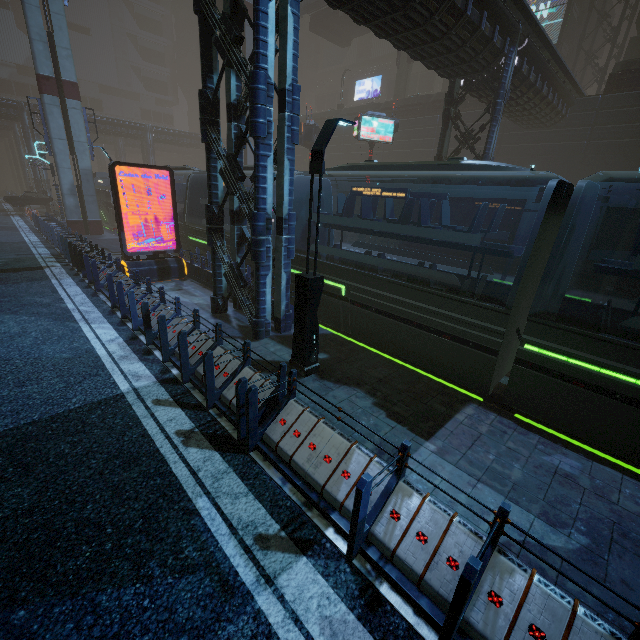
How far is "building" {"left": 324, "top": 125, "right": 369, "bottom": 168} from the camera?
36.75m

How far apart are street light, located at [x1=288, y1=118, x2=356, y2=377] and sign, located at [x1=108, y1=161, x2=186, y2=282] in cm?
956

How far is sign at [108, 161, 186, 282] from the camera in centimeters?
1280cm

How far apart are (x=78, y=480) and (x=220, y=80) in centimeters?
947cm

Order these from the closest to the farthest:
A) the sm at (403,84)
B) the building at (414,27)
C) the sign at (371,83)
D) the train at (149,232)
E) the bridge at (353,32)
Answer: the building at (414,27) → the train at (149,232) → the sm at (403,84) → the bridge at (353,32) → the sign at (371,83)

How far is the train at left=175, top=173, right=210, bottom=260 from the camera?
16.5m

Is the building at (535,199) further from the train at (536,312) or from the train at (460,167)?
the train at (460,167)

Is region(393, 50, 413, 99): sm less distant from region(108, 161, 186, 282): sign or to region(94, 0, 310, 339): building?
region(94, 0, 310, 339): building
